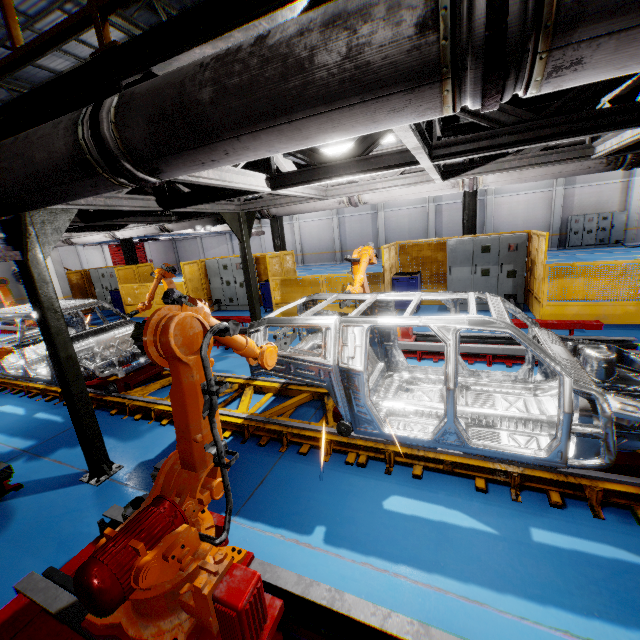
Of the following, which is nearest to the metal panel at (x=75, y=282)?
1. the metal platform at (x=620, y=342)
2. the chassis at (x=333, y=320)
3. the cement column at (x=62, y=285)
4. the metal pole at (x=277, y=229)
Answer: the cement column at (x=62, y=285)

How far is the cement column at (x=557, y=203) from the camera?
21.3 meters

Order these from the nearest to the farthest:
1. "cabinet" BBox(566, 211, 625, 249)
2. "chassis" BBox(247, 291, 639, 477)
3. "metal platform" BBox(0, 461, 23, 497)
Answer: "chassis" BBox(247, 291, 639, 477) → "metal platform" BBox(0, 461, 23, 497) → "cabinet" BBox(566, 211, 625, 249)

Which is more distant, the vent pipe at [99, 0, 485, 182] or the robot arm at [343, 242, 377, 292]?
the robot arm at [343, 242, 377, 292]

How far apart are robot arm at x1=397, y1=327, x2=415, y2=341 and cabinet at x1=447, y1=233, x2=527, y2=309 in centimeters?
339cm

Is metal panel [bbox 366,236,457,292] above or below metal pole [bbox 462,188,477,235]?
below

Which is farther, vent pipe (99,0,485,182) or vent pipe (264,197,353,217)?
vent pipe (264,197,353,217)

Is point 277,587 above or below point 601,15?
below
